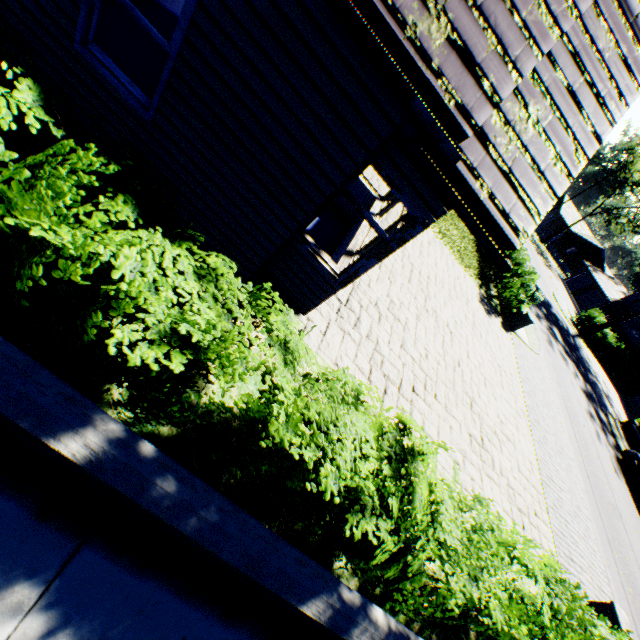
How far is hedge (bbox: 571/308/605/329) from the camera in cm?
3156

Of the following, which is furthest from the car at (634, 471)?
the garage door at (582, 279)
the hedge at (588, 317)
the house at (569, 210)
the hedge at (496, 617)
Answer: the house at (569, 210)

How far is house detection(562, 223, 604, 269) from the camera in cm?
5828

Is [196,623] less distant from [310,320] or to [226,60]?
[310,320]

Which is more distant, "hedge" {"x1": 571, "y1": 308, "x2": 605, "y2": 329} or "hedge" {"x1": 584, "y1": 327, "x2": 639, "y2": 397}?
"hedge" {"x1": 584, "y1": 327, "x2": 639, "y2": 397}

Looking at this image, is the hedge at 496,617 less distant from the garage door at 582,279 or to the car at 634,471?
the car at 634,471

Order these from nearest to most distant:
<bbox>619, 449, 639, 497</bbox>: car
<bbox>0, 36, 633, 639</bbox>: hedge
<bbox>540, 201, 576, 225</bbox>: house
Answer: <bbox>0, 36, 633, 639</bbox>: hedge → <bbox>619, 449, 639, 497</bbox>: car → <bbox>540, 201, 576, 225</bbox>: house
